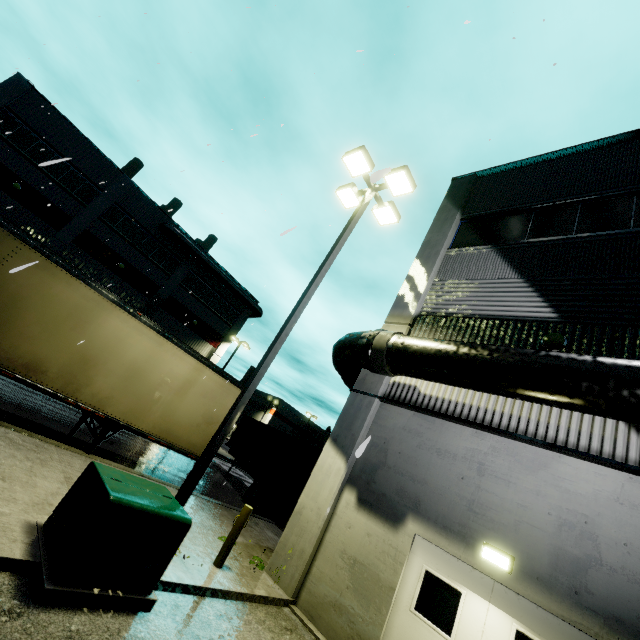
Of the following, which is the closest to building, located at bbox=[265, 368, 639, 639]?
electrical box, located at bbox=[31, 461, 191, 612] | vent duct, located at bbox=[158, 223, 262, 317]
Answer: vent duct, located at bbox=[158, 223, 262, 317]

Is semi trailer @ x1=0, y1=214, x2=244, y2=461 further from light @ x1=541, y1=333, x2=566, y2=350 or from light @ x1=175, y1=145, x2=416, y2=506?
light @ x1=541, y1=333, x2=566, y2=350

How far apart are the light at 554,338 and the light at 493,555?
4.2m

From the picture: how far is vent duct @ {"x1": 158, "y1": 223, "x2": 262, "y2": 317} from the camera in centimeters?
2864cm

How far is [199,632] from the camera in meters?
4.6 m

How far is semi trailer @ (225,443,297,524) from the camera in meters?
13.4 m

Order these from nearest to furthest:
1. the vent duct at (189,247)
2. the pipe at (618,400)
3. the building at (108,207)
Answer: the pipe at (618,400)
the building at (108,207)
the vent duct at (189,247)

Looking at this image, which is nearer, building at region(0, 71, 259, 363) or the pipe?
the pipe
